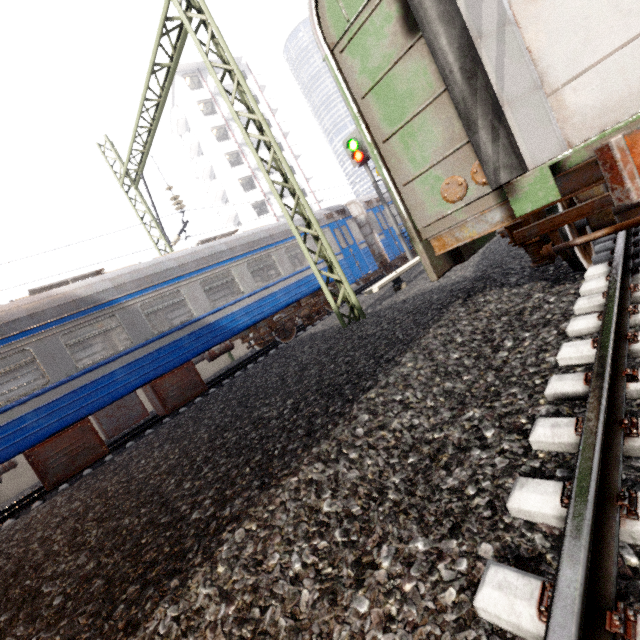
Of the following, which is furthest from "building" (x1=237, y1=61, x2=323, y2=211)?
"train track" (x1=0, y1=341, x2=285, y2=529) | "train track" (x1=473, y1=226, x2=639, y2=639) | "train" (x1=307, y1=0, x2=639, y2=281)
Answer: "train track" (x1=473, y1=226, x2=639, y2=639)

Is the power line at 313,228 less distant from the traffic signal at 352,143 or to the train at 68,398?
the train at 68,398

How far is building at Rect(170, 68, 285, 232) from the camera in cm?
3491

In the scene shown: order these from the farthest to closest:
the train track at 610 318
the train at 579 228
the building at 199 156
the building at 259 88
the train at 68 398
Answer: the building at 259 88 → the building at 199 156 → the train at 68 398 → the train at 579 228 → the train track at 610 318

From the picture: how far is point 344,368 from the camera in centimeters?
463cm

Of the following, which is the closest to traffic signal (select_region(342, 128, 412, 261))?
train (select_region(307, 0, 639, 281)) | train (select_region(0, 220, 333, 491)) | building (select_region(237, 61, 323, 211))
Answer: train (select_region(0, 220, 333, 491))

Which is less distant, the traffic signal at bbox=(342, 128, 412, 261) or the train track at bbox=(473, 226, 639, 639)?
the train track at bbox=(473, 226, 639, 639)

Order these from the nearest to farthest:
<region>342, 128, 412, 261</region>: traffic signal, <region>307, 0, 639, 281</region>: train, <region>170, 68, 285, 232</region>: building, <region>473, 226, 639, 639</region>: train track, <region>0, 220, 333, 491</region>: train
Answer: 1. <region>473, 226, 639, 639</region>: train track
2. <region>307, 0, 639, 281</region>: train
3. <region>0, 220, 333, 491</region>: train
4. <region>342, 128, 412, 261</region>: traffic signal
5. <region>170, 68, 285, 232</region>: building
